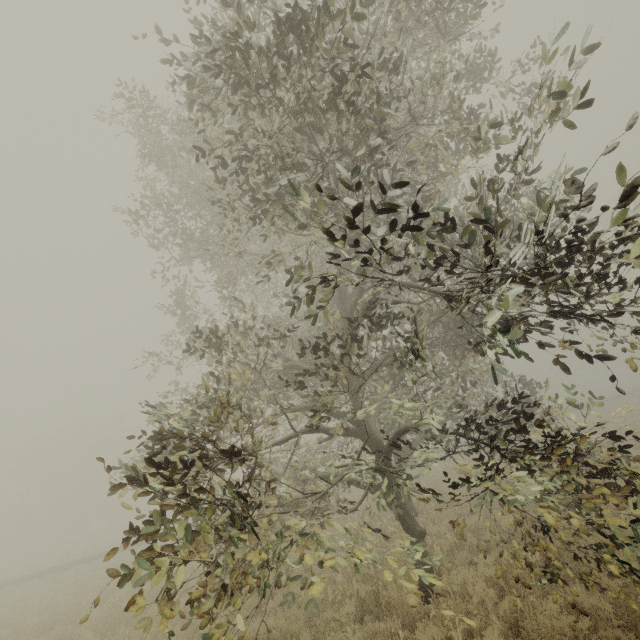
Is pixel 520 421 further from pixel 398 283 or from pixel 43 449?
pixel 43 449

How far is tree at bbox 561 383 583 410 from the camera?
5.2m

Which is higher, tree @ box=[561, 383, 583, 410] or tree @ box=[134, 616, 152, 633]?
tree @ box=[561, 383, 583, 410]

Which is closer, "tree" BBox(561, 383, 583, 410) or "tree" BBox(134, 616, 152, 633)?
"tree" BBox(134, 616, 152, 633)

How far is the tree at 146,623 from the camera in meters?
2.9

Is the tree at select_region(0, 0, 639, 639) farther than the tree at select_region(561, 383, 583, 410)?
No

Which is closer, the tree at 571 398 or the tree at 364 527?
the tree at 364 527

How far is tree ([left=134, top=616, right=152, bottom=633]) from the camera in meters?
2.9
